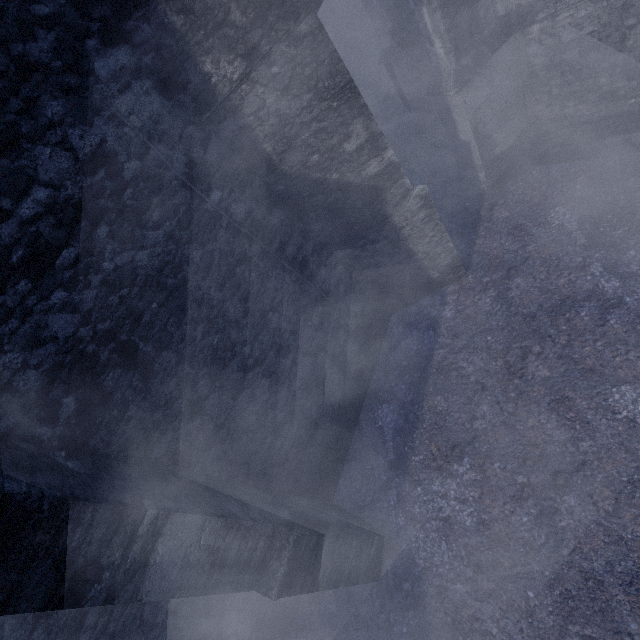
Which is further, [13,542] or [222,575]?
[222,575]
